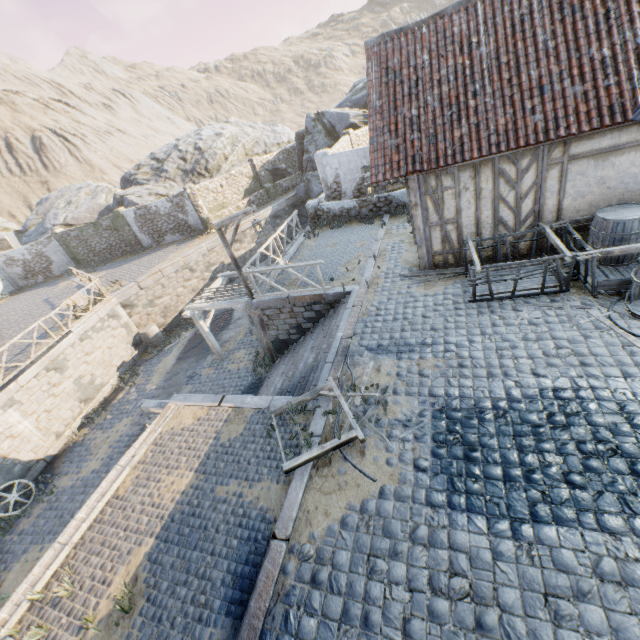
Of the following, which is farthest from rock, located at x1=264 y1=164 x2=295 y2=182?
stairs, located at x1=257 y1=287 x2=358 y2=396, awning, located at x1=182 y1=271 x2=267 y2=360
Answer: stairs, located at x1=257 y1=287 x2=358 y2=396

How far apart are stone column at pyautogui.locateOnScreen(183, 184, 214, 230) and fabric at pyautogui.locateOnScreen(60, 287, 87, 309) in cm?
902

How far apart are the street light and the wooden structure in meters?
3.3 m

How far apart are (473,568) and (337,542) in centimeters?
176cm

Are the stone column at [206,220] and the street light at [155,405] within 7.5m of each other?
no

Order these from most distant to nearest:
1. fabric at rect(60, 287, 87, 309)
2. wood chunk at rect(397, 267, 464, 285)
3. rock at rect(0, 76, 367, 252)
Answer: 1. rock at rect(0, 76, 367, 252)
2. fabric at rect(60, 287, 87, 309)
3. wood chunk at rect(397, 267, 464, 285)

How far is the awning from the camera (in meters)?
12.80

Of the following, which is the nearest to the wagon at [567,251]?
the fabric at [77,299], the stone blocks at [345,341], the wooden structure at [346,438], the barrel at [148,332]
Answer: the stone blocks at [345,341]
